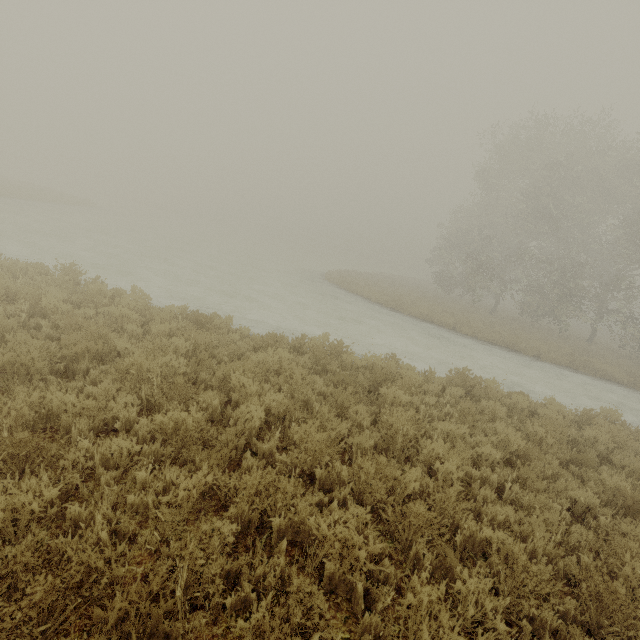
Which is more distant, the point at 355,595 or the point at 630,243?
the point at 630,243
